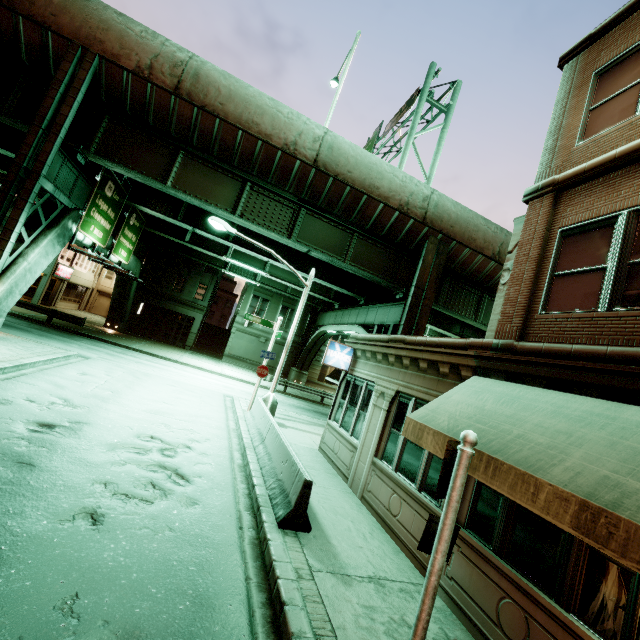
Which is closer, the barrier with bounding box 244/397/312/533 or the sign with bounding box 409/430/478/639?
the sign with bounding box 409/430/478/639

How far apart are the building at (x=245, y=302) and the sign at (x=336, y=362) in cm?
2479

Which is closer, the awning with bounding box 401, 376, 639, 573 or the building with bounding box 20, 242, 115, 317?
the awning with bounding box 401, 376, 639, 573

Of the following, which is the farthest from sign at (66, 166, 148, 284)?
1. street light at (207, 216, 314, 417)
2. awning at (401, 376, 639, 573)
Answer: awning at (401, 376, 639, 573)

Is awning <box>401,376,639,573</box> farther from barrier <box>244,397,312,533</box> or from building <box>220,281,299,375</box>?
building <box>220,281,299,375</box>

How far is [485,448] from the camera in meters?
4.3

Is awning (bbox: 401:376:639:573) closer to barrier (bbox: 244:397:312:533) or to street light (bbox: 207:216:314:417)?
barrier (bbox: 244:397:312:533)

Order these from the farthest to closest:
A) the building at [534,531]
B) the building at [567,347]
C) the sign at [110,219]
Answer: the sign at [110,219] → the building at [567,347] → the building at [534,531]
